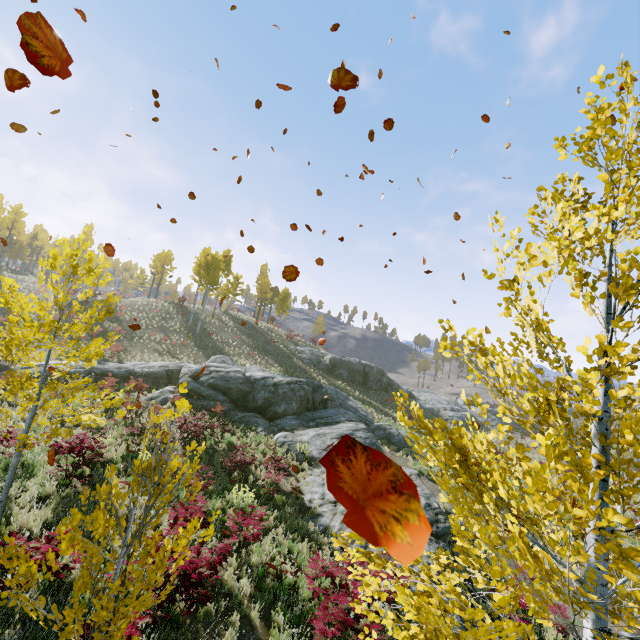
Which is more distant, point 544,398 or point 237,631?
point 237,631

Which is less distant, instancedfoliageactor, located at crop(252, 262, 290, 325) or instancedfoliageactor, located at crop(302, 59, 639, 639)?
instancedfoliageactor, located at crop(302, 59, 639, 639)

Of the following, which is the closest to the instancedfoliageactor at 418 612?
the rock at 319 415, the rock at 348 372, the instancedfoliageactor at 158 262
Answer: the rock at 319 415

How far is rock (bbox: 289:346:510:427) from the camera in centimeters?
3959cm

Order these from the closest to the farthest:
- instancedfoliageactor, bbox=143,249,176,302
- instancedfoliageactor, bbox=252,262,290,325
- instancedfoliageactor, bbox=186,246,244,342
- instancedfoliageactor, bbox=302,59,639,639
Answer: instancedfoliageactor, bbox=302,59,639,639 < instancedfoliageactor, bbox=186,246,244,342 < instancedfoliageactor, bbox=252,262,290,325 < instancedfoliageactor, bbox=143,249,176,302

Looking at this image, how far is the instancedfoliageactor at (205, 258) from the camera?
34.5m

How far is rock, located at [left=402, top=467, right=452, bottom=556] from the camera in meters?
10.5 m
